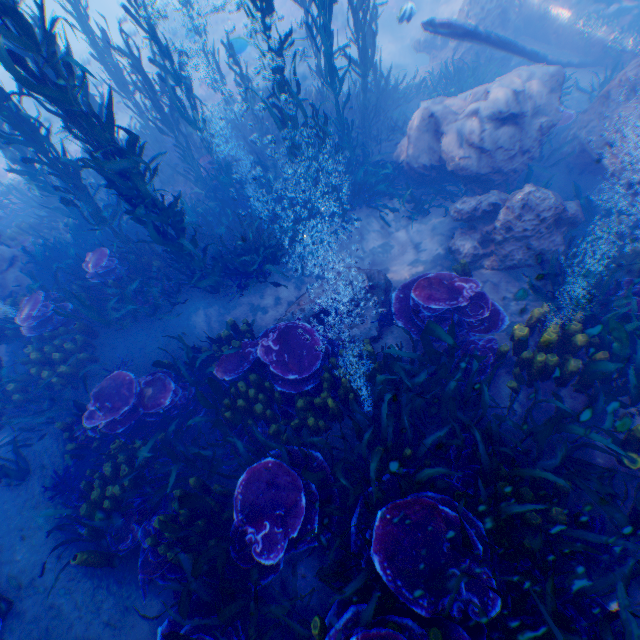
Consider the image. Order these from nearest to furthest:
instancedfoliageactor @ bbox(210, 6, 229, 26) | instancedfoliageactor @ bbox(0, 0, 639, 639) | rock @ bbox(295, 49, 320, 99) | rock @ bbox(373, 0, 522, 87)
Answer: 1. instancedfoliageactor @ bbox(0, 0, 639, 639)
2. rock @ bbox(373, 0, 522, 87)
3. rock @ bbox(295, 49, 320, 99)
4. instancedfoliageactor @ bbox(210, 6, 229, 26)

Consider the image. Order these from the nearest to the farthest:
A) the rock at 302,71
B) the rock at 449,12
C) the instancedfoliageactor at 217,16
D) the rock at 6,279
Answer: the rock at 6,279 < the rock at 449,12 < the rock at 302,71 < the instancedfoliageactor at 217,16

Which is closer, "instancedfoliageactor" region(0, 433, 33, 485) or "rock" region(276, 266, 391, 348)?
"instancedfoliageactor" region(0, 433, 33, 485)

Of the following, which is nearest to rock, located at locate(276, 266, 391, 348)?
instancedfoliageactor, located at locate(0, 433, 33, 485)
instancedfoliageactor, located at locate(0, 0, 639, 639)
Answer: instancedfoliageactor, located at locate(0, 0, 639, 639)

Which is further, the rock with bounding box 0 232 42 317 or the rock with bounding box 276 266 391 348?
the rock with bounding box 0 232 42 317

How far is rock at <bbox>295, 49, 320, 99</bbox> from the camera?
18.09m

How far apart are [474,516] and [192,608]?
3.40m

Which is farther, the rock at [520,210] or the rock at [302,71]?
the rock at [302,71]
